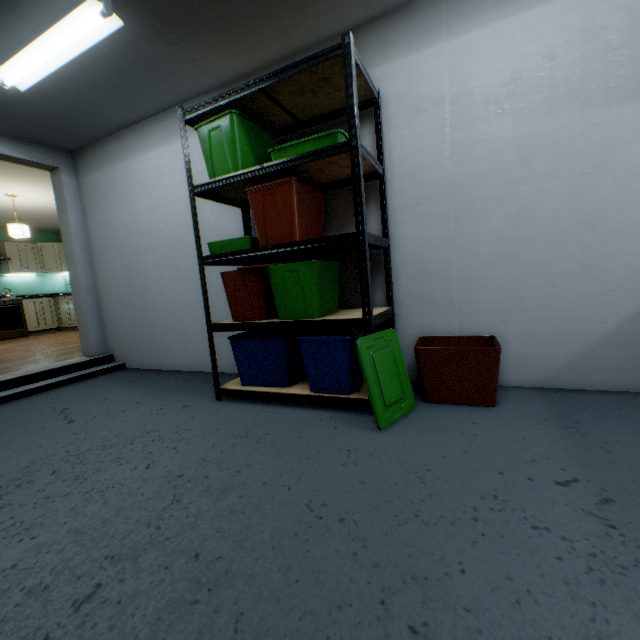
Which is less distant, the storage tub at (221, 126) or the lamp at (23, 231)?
the storage tub at (221, 126)

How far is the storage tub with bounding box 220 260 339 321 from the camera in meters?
1.9

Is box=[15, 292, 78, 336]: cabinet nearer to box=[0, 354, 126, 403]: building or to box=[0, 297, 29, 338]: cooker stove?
box=[0, 297, 29, 338]: cooker stove

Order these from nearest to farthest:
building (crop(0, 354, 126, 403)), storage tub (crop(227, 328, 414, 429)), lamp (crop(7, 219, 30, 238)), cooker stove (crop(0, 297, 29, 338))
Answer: storage tub (crop(227, 328, 414, 429)) < building (crop(0, 354, 126, 403)) < lamp (crop(7, 219, 30, 238)) < cooker stove (crop(0, 297, 29, 338))

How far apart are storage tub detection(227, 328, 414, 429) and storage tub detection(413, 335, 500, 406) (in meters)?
0.19

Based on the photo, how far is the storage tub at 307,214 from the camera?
1.9 meters

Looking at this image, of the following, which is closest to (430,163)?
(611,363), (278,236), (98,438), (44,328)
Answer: (278,236)

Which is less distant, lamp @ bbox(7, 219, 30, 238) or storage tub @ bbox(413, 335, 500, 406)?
storage tub @ bbox(413, 335, 500, 406)
